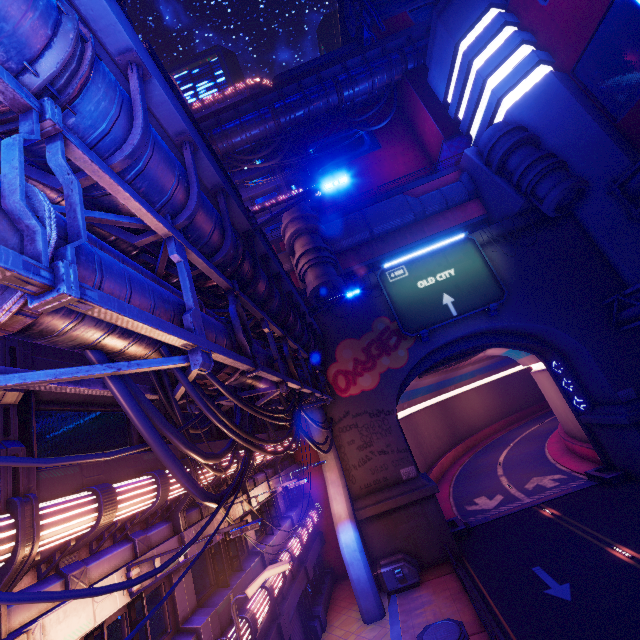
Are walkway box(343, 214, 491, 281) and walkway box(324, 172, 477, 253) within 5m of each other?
yes

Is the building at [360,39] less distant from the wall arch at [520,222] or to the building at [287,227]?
the wall arch at [520,222]

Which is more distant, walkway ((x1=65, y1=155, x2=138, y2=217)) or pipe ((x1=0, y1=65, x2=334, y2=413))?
walkway ((x1=65, y1=155, x2=138, y2=217))

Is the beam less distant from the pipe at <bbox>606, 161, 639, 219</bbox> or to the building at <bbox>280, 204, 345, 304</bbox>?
the building at <bbox>280, 204, 345, 304</bbox>

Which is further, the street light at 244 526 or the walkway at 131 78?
the street light at 244 526

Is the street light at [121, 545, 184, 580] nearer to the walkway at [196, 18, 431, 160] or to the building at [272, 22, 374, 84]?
the building at [272, 22, 374, 84]

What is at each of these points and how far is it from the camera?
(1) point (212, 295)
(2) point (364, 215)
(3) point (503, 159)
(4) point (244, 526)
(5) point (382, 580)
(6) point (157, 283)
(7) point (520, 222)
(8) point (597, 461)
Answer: (1) walkway, 9.3m
(2) walkway, 28.0m
(3) building, 23.3m
(4) street light, 6.9m
(5) generator, 17.3m
(6) pipe, 6.6m
(7) wall arch, 23.7m
(8) tunnel, 24.4m

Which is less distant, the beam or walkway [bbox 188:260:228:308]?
walkway [bbox 188:260:228:308]
